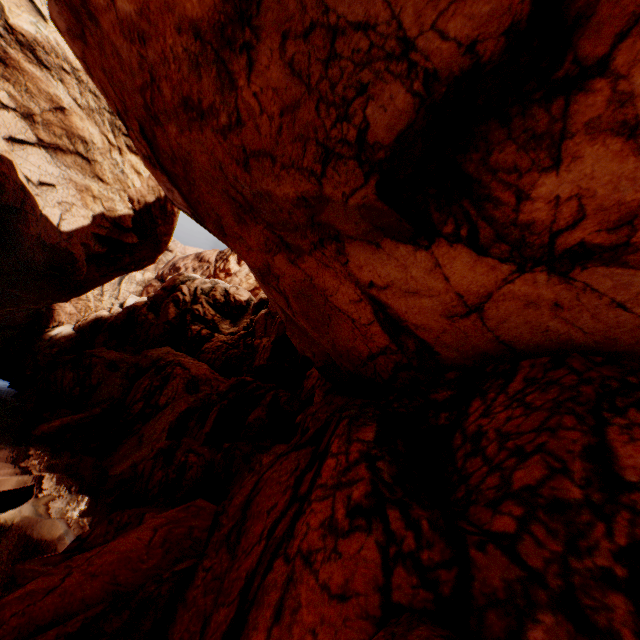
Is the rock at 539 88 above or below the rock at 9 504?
above

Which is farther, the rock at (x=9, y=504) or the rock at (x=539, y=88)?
the rock at (x=9, y=504)

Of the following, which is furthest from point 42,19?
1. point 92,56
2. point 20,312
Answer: point 20,312

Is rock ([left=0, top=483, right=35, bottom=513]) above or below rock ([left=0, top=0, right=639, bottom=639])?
below

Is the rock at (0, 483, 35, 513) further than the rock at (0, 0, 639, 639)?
Yes
